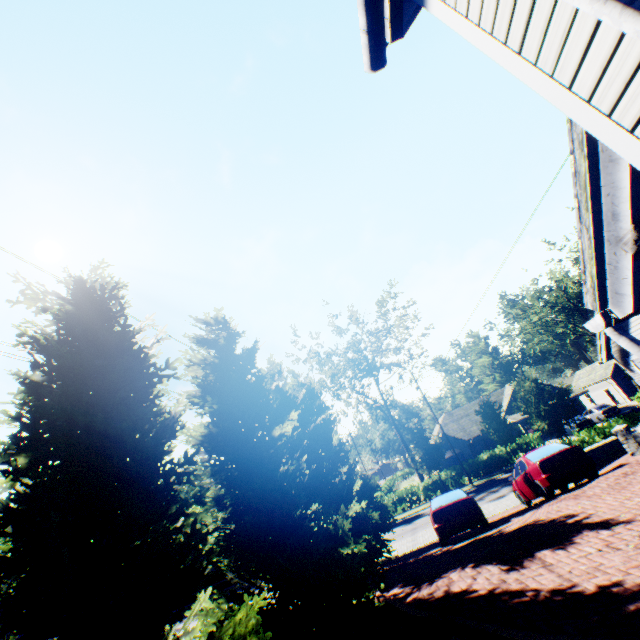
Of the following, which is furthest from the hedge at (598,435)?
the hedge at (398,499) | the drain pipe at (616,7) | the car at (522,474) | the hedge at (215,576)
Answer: the hedge at (215,576)

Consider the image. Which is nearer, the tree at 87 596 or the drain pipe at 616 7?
the drain pipe at 616 7

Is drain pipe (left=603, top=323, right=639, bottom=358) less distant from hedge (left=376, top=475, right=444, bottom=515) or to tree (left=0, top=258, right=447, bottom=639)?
tree (left=0, top=258, right=447, bottom=639)

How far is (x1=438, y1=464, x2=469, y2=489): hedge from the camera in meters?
32.2

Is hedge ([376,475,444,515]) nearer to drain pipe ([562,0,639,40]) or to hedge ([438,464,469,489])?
hedge ([438,464,469,489])

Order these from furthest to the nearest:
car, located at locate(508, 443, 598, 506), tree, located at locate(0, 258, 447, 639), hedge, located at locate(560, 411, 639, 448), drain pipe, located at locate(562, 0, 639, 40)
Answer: hedge, located at locate(560, 411, 639, 448) < car, located at locate(508, 443, 598, 506) < tree, located at locate(0, 258, 447, 639) < drain pipe, located at locate(562, 0, 639, 40)

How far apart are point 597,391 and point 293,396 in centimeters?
4973cm

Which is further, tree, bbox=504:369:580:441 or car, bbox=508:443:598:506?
tree, bbox=504:369:580:441
